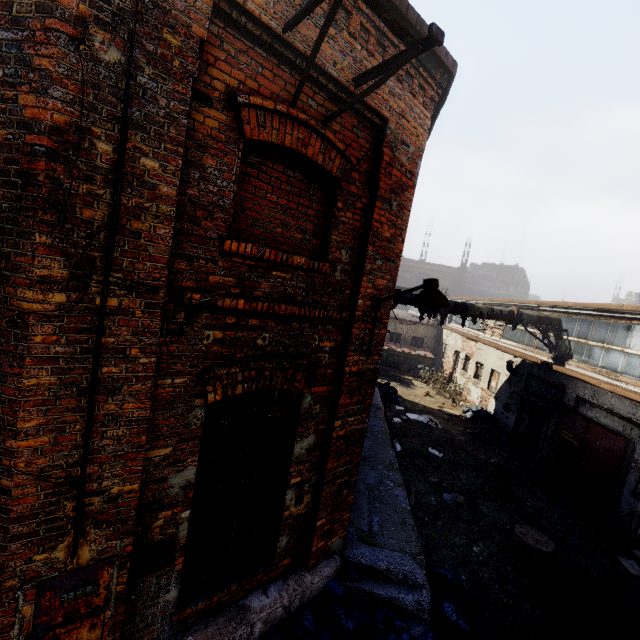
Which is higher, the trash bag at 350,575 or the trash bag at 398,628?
the trash bag at 350,575

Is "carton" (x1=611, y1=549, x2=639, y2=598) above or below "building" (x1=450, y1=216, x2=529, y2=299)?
below

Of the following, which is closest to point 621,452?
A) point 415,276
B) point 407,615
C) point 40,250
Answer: point 407,615

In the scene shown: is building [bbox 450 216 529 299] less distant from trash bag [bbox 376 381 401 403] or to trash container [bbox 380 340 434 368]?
trash container [bbox 380 340 434 368]

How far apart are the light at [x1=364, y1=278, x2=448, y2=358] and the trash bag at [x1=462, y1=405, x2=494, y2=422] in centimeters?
1343cm

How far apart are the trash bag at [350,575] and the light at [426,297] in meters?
3.5 m

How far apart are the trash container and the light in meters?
20.5 m

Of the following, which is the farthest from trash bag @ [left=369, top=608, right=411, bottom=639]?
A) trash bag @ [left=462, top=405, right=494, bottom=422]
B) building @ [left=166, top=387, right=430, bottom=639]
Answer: trash bag @ [left=462, top=405, right=494, bottom=422]
